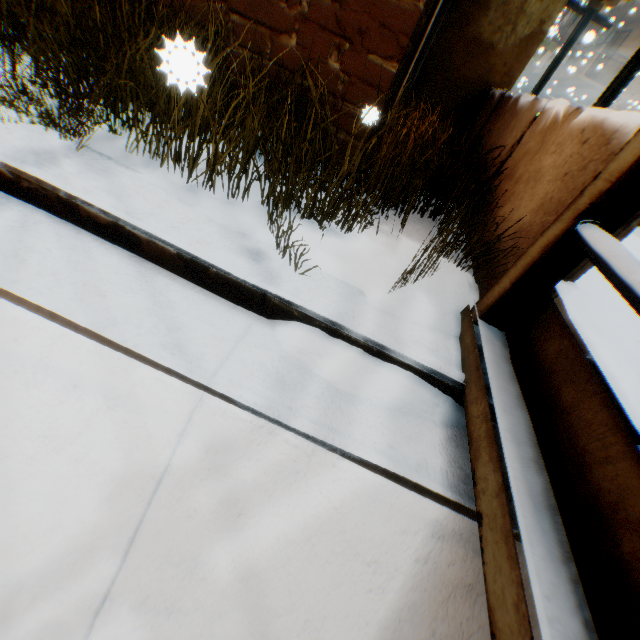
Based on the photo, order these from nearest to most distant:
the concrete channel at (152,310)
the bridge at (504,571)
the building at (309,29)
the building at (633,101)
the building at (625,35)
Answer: the bridge at (504,571), the concrete channel at (152,310), the building at (309,29), the building at (625,35), the building at (633,101)

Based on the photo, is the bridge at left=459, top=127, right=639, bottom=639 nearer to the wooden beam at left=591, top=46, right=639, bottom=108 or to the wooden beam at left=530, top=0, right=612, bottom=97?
the wooden beam at left=591, top=46, right=639, bottom=108

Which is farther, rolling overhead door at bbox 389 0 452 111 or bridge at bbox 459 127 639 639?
rolling overhead door at bbox 389 0 452 111

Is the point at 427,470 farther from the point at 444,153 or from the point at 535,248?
the point at 444,153

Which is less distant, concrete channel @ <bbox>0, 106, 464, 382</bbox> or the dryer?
concrete channel @ <bbox>0, 106, 464, 382</bbox>

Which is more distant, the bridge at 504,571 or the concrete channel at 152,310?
the concrete channel at 152,310

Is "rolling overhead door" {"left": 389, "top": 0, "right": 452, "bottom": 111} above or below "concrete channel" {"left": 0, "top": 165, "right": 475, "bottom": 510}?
above

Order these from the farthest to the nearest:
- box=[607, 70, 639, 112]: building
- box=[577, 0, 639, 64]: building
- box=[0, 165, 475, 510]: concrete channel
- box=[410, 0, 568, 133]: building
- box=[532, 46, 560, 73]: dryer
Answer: box=[532, 46, 560, 73]: dryer → box=[607, 70, 639, 112]: building → box=[577, 0, 639, 64]: building → box=[410, 0, 568, 133]: building → box=[0, 165, 475, 510]: concrete channel
